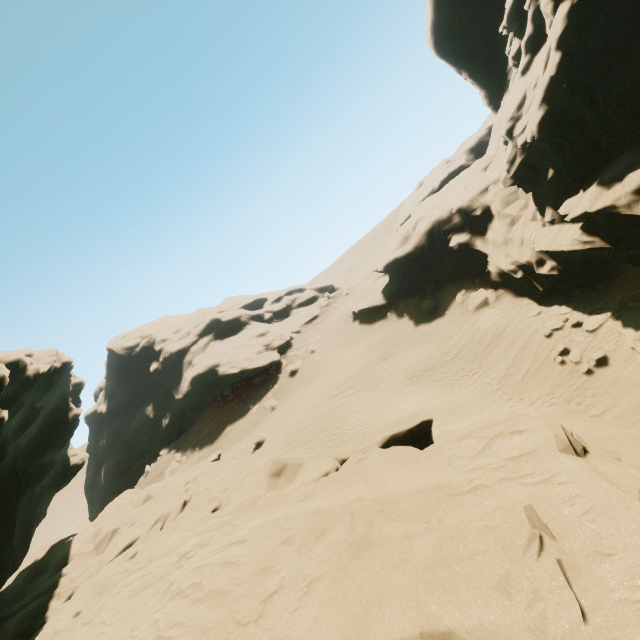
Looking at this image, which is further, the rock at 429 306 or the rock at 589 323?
the rock at 429 306

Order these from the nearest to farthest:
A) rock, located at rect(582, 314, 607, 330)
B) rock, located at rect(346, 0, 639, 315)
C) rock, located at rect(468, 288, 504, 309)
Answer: rock, located at rect(346, 0, 639, 315)
rock, located at rect(582, 314, 607, 330)
rock, located at rect(468, 288, 504, 309)

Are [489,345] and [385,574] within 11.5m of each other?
no

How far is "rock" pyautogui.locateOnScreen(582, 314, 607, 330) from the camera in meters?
14.8 m

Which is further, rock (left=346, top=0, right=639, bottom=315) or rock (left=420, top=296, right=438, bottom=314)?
rock (left=420, top=296, right=438, bottom=314)

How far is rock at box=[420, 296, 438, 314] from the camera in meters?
28.7

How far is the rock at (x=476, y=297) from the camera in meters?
22.8 m
